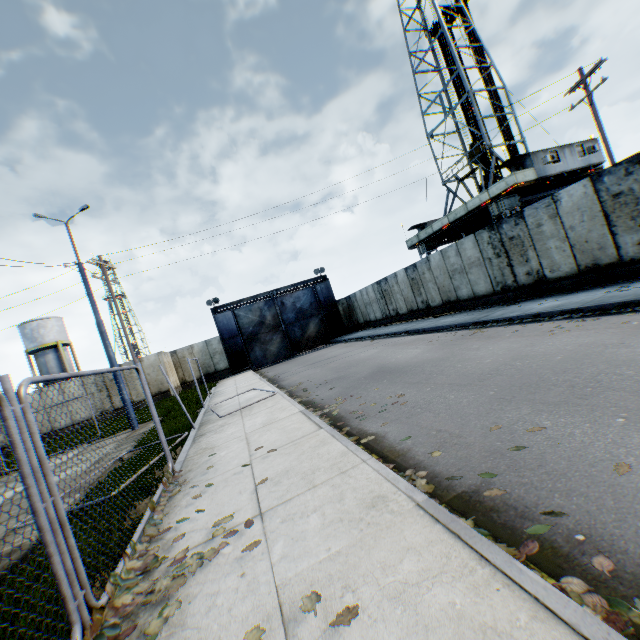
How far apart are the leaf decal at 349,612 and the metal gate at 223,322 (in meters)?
26.62

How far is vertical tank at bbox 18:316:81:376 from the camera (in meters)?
35.62

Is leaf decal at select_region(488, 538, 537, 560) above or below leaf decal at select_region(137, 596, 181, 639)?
below

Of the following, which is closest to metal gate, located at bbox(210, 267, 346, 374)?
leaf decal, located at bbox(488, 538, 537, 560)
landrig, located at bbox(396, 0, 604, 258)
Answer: landrig, located at bbox(396, 0, 604, 258)

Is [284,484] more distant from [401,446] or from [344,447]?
[401,446]

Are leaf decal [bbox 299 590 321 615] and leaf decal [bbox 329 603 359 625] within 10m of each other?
yes

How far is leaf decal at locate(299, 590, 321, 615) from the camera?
2.1 meters

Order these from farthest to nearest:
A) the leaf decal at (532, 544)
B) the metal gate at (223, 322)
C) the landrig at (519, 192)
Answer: the metal gate at (223, 322)
the landrig at (519, 192)
the leaf decal at (532, 544)
